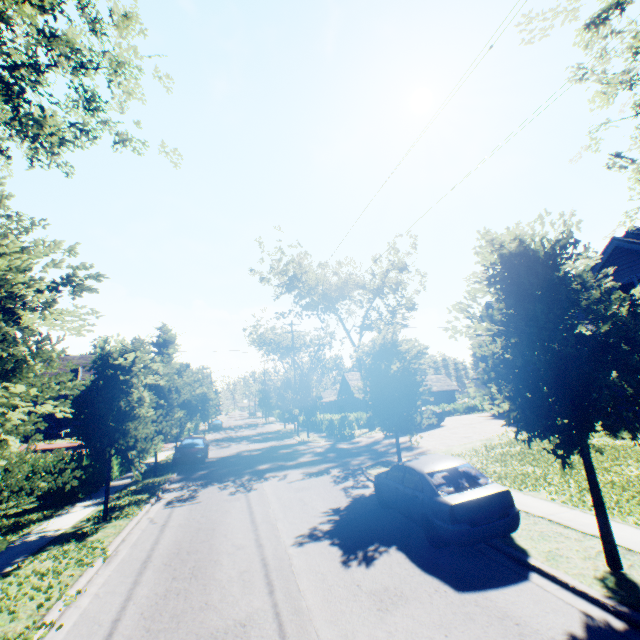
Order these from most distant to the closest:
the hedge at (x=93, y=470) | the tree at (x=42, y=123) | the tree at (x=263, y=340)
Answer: the tree at (x=263, y=340) → the hedge at (x=93, y=470) → the tree at (x=42, y=123)

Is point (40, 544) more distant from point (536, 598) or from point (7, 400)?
point (536, 598)

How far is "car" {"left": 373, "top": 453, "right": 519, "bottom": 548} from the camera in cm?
688

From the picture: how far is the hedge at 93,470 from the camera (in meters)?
13.70

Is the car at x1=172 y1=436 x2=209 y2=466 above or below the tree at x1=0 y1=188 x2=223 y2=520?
below

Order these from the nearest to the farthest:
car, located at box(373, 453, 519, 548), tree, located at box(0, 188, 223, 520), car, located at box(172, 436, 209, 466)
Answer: tree, located at box(0, 188, 223, 520)
car, located at box(373, 453, 519, 548)
car, located at box(172, 436, 209, 466)

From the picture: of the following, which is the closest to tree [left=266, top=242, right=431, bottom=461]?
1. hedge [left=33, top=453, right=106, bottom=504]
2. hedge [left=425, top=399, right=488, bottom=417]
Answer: hedge [left=33, top=453, right=106, bottom=504]
